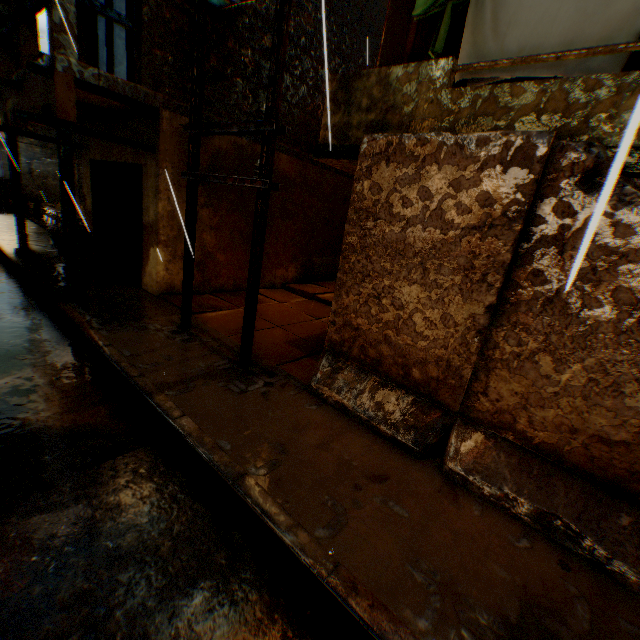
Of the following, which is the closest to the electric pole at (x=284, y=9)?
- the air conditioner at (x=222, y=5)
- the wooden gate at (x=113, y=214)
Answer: the air conditioner at (x=222, y=5)

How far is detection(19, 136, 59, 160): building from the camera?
22.2 meters

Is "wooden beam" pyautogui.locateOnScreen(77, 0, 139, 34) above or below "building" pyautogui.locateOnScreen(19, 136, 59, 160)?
above

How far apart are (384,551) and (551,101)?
4.5 meters

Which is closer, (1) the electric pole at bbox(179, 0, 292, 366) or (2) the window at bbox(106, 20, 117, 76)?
(1) the electric pole at bbox(179, 0, 292, 366)

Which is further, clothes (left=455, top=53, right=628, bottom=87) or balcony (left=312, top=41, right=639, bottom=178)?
clothes (left=455, top=53, right=628, bottom=87)

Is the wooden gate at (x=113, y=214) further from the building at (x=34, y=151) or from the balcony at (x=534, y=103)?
the balcony at (x=534, y=103)
